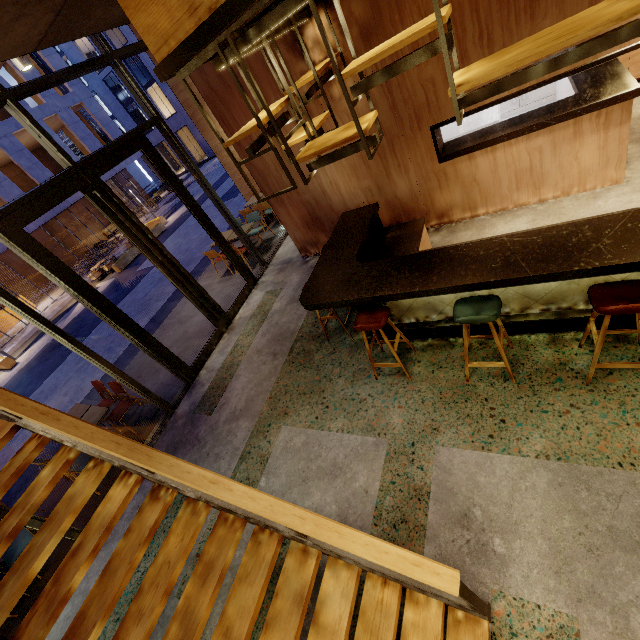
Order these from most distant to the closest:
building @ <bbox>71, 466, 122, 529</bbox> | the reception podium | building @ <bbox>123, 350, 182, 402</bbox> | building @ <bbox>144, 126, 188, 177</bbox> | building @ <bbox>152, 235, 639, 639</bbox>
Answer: building @ <bbox>144, 126, 188, 177</bbox>, the reception podium, building @ <bbox>123, 350, 182, 402</bbox>, building @ <bbox>71, 466, 122, 529</bbox>, building @ <bbox>152, 235, 639, 639</bbox>

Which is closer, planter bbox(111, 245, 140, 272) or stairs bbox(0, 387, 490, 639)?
stairs bbox(0, 387, 490, 639)

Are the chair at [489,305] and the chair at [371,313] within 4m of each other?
yes

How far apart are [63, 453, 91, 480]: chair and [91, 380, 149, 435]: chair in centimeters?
41cm

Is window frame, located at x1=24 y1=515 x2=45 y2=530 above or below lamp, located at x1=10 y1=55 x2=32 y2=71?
below

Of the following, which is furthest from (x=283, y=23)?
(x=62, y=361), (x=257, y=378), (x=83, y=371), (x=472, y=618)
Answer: (x=62, y=361)

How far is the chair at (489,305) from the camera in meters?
2.9 m

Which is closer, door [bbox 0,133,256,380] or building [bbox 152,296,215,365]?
door [bbox 0,133,256,380]
